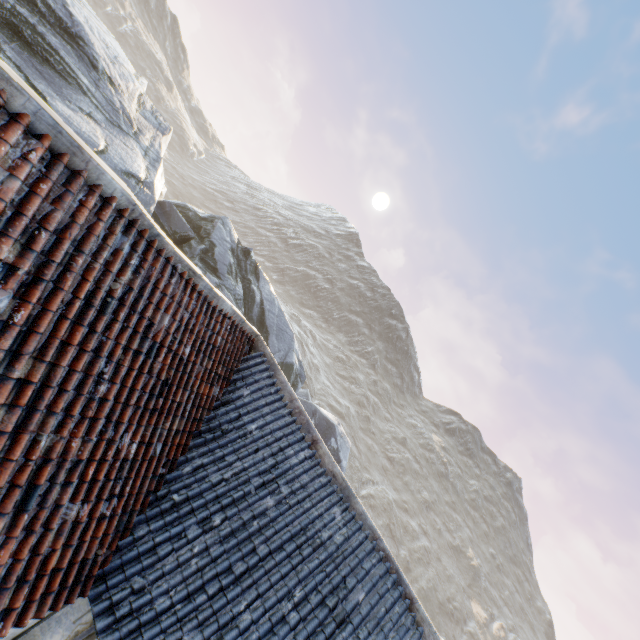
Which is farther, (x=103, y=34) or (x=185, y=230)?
(x=185, y=230)

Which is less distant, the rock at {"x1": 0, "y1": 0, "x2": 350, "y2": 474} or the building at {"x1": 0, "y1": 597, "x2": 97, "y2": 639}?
the building at {"x1": 0, "y1": 597, "x2": 97, "y2": 639}

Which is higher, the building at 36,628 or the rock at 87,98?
the rock at 87,98

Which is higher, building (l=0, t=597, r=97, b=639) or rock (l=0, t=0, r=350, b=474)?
rock (l=0, t=0, r=350, b=474)

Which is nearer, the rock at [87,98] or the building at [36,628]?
the building at [36,628]
